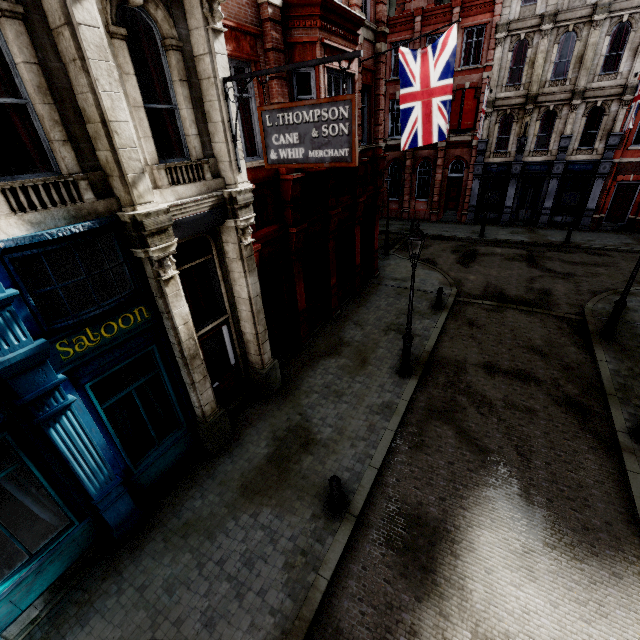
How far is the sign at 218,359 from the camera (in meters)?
8.65

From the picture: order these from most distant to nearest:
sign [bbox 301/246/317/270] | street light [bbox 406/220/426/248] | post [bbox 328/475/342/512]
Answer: sign [bbox 301/246/317/270] → street light [bbox 406/220/426/248] → post [bbox 328/475/342/512]

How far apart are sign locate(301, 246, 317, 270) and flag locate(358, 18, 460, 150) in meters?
4.6

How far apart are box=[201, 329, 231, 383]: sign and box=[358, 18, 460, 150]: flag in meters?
9.0 m

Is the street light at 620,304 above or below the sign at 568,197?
below

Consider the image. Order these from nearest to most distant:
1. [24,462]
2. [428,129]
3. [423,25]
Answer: [24,462]
[428,129]
[423,25]

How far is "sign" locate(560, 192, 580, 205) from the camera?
22.5m

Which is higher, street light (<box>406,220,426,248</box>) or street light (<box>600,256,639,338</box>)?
street light (<box>406,220,426,248</box>)
